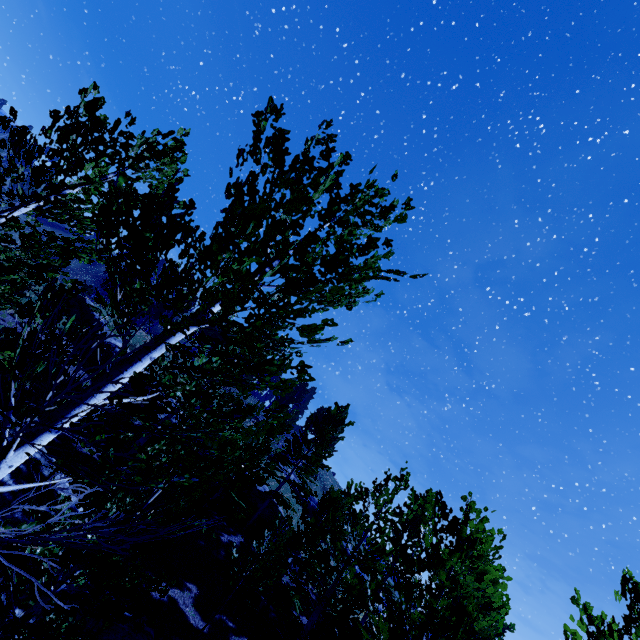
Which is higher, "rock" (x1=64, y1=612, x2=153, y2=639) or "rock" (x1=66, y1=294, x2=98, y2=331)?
"rock" (x1=66, y1=294, x2=98, y2=331)

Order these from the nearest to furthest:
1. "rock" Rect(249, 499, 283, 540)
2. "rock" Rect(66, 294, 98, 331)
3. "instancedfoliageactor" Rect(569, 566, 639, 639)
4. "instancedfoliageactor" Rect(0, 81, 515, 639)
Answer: "instancedfoliageactor" Rect(0, 81, 515, 639) → "instancedfoliageactor" Rect(569, 566, 639, 639) → "rock" Rect(249, 499, 283, 540) → "rock" Rect(66, 294, 98, 331)

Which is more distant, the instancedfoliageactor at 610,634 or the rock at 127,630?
the rock at 127,630

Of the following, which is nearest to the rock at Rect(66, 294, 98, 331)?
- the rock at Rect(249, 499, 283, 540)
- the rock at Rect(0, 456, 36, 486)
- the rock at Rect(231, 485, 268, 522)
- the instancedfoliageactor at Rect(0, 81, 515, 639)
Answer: the rock at Rect(0, 456, 36, 486)

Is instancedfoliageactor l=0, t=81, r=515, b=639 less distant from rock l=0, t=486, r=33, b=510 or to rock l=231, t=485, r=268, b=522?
rock l=0, t=486, r=33, b=510

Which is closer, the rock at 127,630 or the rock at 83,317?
the rock at 127,630

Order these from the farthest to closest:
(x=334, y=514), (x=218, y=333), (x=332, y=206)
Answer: (x=218, y=333) → (x=334, y=514) → (x=332, y=206)

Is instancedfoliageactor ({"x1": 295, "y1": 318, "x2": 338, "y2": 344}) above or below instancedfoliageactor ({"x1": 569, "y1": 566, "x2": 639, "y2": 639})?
below
